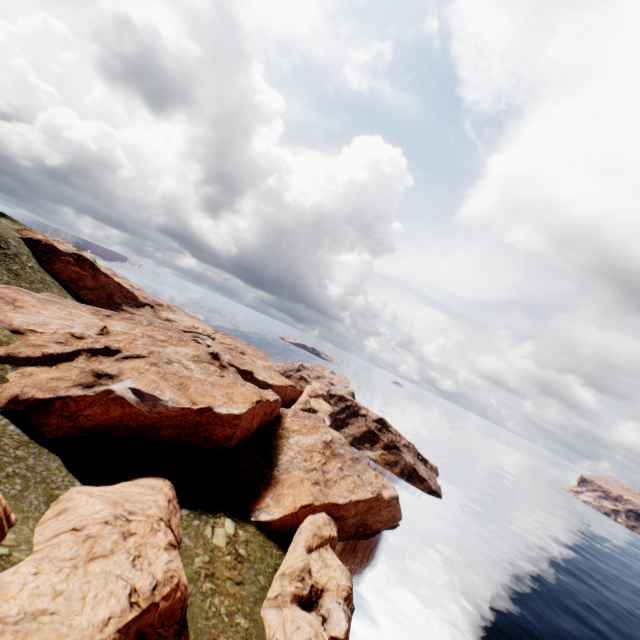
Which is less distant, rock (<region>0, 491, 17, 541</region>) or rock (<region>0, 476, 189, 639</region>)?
rock (<region>0, 476, 189, 639</region>)

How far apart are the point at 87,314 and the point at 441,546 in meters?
69.2 m

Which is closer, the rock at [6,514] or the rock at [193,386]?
the rock at [6,514]

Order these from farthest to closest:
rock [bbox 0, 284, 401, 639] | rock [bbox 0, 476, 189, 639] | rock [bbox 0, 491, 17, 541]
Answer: rock [bbox 0, 284, 401, 639] → rock [bbox 0, 491, 17, 541] → rock [bbox 0, 476, 189, 639]
